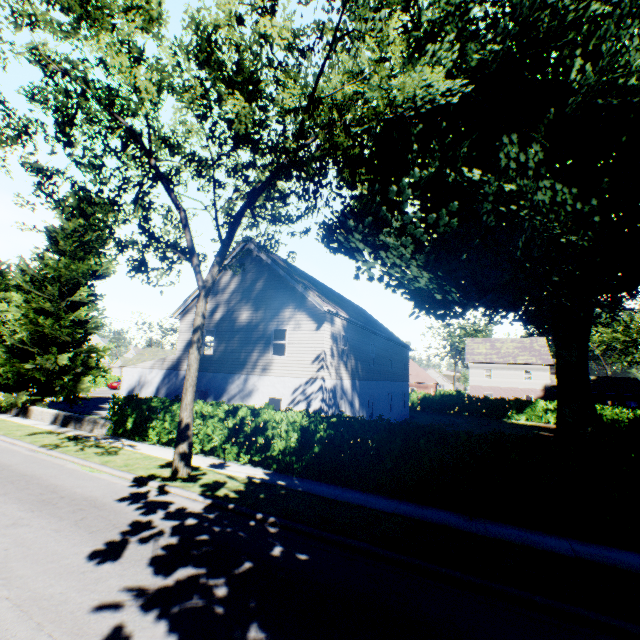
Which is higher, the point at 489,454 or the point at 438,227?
the point at 438,227

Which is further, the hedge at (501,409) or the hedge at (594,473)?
the hedge at (501,409)

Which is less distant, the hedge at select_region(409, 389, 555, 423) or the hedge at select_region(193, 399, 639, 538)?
the hedge at select_region(193, 399, 639, 538)

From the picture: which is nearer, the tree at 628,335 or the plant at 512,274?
the plant at 512,274

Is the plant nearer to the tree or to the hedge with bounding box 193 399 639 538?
the tree

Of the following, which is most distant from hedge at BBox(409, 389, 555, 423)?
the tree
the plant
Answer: the plant

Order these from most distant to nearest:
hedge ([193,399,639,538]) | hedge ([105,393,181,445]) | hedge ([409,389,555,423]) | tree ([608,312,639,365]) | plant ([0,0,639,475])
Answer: tree ([608,312,639,365])
hedge ([409,389,555,423])
hedge ([105,393,181,445])
plant ([0,0,639,475])
hedge ([193,399,639,538])
